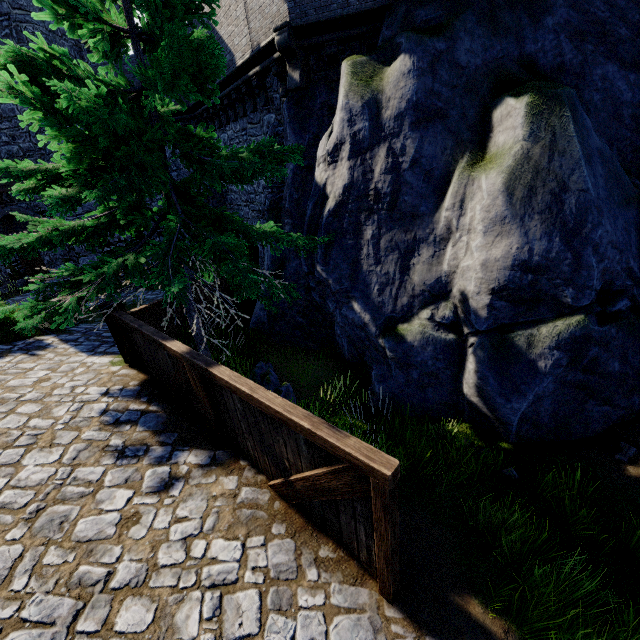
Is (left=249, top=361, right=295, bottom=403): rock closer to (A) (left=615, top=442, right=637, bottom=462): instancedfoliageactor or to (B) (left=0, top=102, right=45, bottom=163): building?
(A) (left=615, top=442, right=637, bottom=462): instancedfoliageactor

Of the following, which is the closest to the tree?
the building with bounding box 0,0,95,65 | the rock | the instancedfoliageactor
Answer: the rock

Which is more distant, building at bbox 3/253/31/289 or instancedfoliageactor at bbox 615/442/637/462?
building at bbox 3/253/31/289

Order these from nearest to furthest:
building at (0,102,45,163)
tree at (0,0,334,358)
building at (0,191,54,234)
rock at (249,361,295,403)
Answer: tree at (0,0,334,358), rock at (249,361,295,403), building at (0,102,45,163), building at (0,191,54,234)

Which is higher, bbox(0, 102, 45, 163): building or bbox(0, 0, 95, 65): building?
bbox(0, 0, 95, 65): building

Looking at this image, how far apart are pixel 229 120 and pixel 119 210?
10.6 meters

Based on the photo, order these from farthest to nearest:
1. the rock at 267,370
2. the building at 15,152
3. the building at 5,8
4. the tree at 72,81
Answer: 1. the building at 15,152
2. the building at 5,8
3. the rock at 267,370
4. the tree at 72,81

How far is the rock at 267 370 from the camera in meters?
6.7
